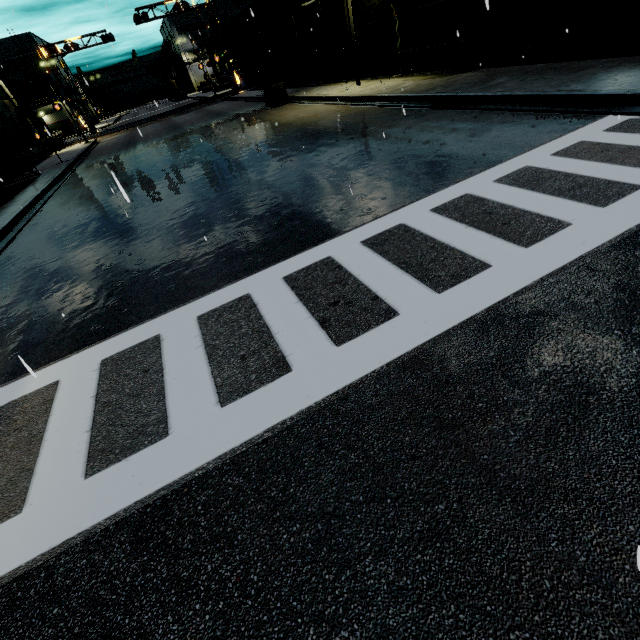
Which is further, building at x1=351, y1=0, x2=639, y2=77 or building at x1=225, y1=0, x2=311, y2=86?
building at x1=225, y1=0, x2=311, y2=86

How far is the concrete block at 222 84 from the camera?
51.6 meters

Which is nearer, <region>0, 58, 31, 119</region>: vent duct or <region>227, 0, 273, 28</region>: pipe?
<region>227, 0, 273, 28</region>: pipe

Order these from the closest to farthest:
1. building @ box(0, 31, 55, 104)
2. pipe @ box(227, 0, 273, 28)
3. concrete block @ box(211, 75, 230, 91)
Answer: pipe @ box(227, 0, 273, 28), concrete block @ box(211, 75, 230, 91), building @ box(0, 31, 55, 104)

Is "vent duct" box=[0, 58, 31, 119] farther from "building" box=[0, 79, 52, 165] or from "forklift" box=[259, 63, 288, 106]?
"forklift" box=[259, 63, 288, 106]

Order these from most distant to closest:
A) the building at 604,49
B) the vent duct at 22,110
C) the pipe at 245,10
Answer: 1. the vent duct at 22,110
2. the pipe at 245,10
3. the building at 604,49

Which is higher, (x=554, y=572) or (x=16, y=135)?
(x=16, y=135)

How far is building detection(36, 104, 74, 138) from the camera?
55.4m
